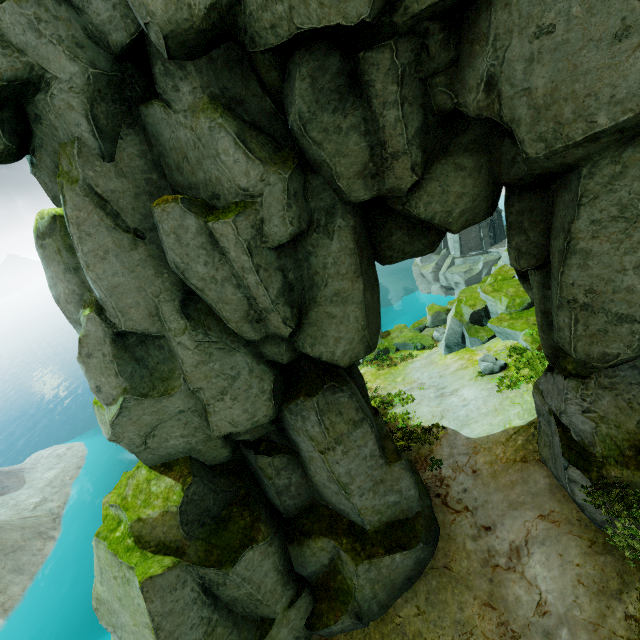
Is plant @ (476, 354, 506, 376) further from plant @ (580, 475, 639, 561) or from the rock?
plant @ (580, 475, 639, 561)

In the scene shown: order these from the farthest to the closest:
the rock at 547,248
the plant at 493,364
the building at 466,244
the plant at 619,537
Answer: the building at 466,244 → the plant at 493,364 → the plant at 619,537 → the rock at 547,248

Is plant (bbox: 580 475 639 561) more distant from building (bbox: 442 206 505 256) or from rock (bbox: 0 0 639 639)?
building (bbox: 442 206 505 256)

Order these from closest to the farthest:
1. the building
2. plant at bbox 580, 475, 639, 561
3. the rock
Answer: the rock → plant at bbox 580, 475, 639, 561 → the building

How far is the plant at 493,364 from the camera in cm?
1502

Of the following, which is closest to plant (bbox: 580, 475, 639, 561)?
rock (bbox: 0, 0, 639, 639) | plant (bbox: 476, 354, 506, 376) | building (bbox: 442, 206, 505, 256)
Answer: rock (bbox: 0, 0, 639, 639)

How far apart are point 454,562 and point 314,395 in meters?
7.0

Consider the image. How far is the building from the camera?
42.2m
